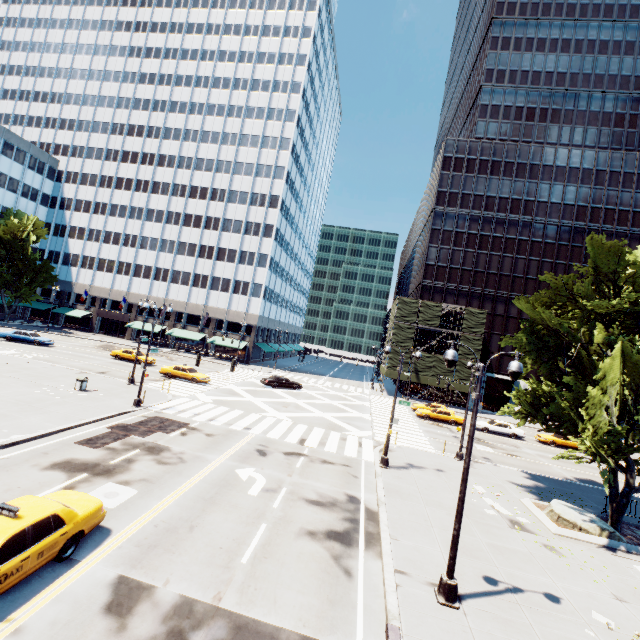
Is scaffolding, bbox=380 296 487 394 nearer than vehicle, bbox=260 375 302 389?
No

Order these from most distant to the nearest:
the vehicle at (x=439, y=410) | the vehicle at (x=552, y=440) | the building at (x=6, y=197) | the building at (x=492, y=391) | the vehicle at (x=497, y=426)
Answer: the building at (x=6, y=197), the building at (x=492, y=391), the vehicle at (x=439, y=410), the vehicle at (x=497, y=426), the vehicle at (x=552, y=440)

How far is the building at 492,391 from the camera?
51.34m

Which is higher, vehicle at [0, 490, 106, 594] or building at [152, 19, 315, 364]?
building at [152, 19, 315, 364]

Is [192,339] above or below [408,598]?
above

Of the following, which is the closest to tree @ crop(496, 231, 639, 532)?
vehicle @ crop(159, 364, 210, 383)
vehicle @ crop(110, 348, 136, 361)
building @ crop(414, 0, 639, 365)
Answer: vehicle @ crop(159, 364, 210, 383)

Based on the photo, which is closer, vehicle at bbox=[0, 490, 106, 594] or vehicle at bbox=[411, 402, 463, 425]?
vehicle at bbox=[0, 490, 106, 594]

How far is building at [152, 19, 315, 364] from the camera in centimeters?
5756cm
